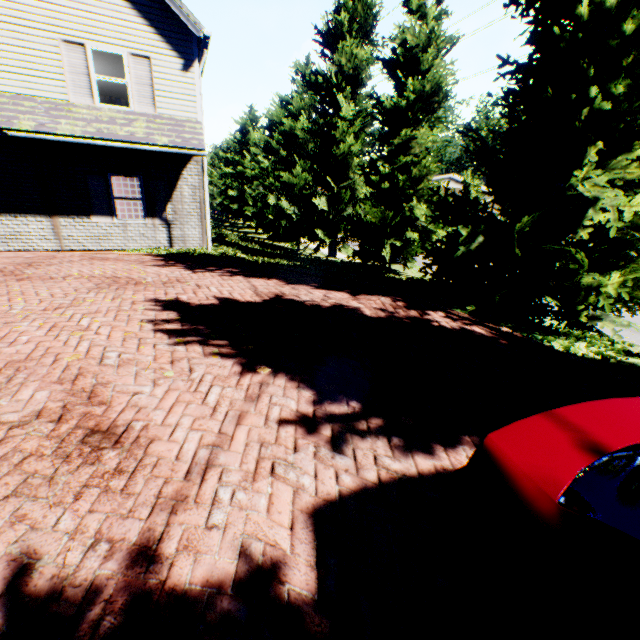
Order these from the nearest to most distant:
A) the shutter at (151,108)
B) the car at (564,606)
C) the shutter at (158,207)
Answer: the car at (564,606) < the shutter at (151,108) < the shutter at (158,207)

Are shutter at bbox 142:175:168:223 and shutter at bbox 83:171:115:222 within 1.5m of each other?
yes

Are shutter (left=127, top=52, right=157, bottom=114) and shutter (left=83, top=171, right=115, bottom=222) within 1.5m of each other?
no

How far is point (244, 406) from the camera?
3.35m

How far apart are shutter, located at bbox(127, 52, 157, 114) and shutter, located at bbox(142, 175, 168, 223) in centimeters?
183cm

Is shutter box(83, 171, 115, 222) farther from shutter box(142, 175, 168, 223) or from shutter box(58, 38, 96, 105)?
shutter box(58, 38, 96, 105)

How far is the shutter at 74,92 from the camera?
9.4m

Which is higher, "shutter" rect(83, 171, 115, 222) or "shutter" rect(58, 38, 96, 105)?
"shutter" rect(58, 38, 96, 105)
